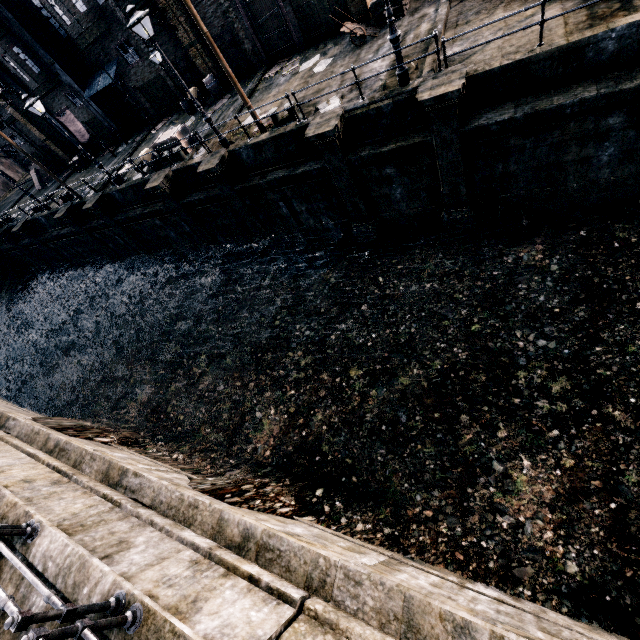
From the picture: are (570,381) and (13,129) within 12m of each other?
no

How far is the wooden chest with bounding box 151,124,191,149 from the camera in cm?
1888

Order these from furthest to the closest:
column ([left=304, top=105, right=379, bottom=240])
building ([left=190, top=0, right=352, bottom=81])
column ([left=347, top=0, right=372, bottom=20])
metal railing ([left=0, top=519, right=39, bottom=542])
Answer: building ([left=190, top=0, right=352, bottom=81]) < column ([left=347, top=0, right=372, bottom=20]) < column ([left=304, top=105, right=379, bottom=240]) < metal railing ([left=0, top=519, right=39, bottom=542])

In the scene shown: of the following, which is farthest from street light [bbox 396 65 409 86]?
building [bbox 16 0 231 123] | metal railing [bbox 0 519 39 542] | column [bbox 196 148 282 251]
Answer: metal railing [bbox 0 519 39 542]

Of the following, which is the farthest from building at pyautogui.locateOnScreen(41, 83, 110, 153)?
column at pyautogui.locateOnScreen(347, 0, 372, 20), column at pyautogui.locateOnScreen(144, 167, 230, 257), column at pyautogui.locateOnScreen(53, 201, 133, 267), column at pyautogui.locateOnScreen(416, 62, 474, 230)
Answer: column at pyautogui.locateOnScreen(416, 62, 474, 230)

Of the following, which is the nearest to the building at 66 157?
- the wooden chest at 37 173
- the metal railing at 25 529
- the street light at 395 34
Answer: the wooden chest at 37 173

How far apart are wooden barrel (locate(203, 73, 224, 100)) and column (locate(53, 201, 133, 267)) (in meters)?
13.62

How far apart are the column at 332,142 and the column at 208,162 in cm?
508
